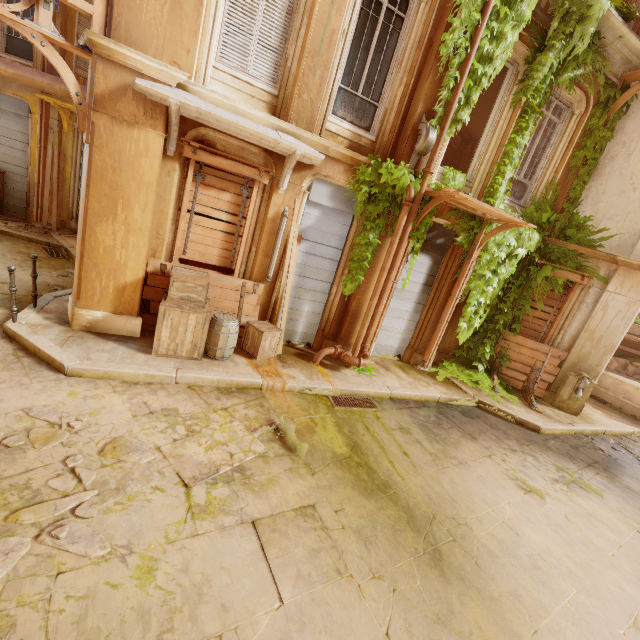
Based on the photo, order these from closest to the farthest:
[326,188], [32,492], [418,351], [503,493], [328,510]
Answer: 1. [32,492]
2. [328,510]
3. [503,493]
4. [326,188]
5. [418,351]

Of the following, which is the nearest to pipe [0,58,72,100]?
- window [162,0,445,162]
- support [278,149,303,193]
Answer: window [162,0,445,162]

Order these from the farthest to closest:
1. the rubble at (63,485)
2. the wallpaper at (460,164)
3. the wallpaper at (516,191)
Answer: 1. the wallpaper at (460,164)
2. the wallpaper at (516,191)
3. the rubble at (63,485)

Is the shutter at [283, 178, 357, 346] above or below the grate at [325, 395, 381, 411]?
above

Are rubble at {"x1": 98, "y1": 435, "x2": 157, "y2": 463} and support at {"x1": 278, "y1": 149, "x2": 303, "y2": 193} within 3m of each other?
no

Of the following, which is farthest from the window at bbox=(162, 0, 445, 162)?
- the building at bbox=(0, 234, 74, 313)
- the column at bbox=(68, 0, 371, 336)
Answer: the building at bbox=(0, 234, 74, 313)

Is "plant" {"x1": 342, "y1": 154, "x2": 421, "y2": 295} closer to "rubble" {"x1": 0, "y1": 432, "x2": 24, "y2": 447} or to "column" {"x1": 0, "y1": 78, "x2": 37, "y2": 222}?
"rubble" {"x1": 0, "y1": 432, "x2": 24, "y2": 447}

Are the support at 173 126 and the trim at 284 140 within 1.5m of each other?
yes
